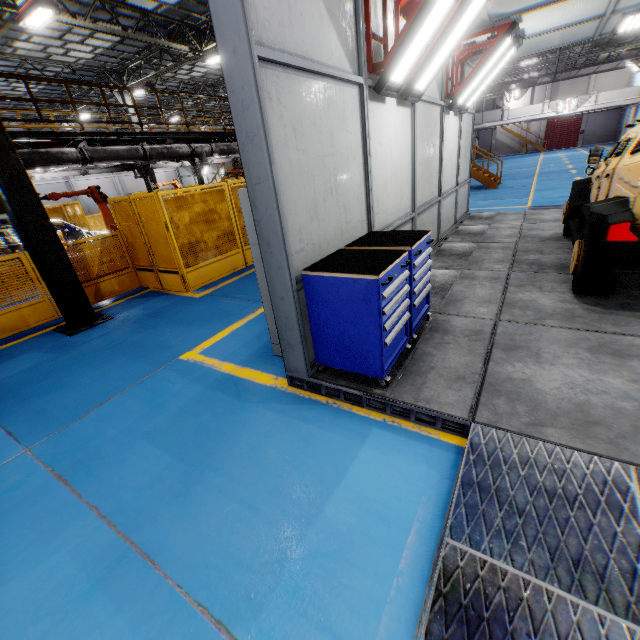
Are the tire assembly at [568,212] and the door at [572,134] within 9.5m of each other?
no

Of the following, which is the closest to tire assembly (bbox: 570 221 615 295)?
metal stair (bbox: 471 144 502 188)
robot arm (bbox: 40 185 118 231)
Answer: robot arm (bbox: 40 185 118 231)

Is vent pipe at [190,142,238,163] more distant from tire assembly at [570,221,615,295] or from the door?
the door

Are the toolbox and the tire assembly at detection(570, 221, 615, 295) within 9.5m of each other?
yes

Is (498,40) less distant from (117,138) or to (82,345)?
(82,345)

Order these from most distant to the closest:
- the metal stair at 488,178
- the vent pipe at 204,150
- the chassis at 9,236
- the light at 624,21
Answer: the metal stair at 488,178
the vent pipe at 204,150
the chassis at 9,236
the light at 624,21

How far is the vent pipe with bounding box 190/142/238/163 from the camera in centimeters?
1287cm
